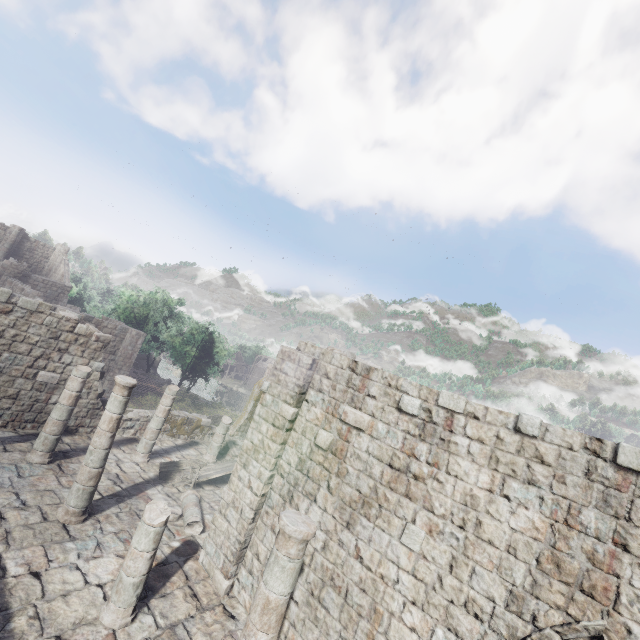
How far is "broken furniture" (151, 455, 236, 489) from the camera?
12.8 meters

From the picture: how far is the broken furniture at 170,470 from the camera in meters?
12.8

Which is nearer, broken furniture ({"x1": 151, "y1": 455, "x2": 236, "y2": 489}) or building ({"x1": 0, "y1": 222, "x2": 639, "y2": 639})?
building ({"x1": 0, "y1": 222, "x2": 639, "y2": 639})

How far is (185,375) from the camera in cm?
3294

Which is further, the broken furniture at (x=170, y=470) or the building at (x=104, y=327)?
the broken furniture at (x=170, y=470)
